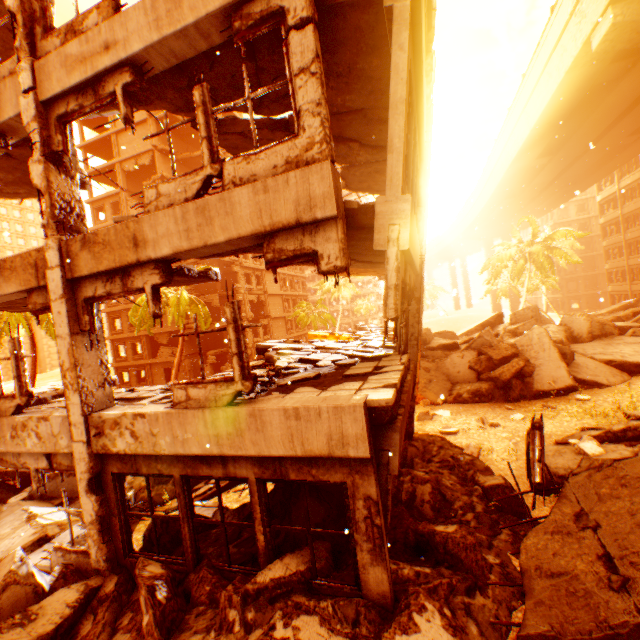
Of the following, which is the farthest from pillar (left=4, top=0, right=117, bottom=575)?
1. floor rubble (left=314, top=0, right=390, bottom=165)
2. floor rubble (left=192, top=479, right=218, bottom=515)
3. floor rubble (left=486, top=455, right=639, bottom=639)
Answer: floor rubble (left=486, top=455, right=639, bottom=639)

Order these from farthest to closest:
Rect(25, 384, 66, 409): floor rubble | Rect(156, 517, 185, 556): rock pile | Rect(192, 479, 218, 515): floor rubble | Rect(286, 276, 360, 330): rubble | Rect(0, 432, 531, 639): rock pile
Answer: Rect(286, 276, 360, 330): rubble → Rect(192, 479, 218, 515): floor rubble → Rect(25, 384, 66, 409): floor rubble → Rect(156, 517, 185, 556): rock pile → Rect(0, 432, 531, 639): rock pile

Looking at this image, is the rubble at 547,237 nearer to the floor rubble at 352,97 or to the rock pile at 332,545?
the rock pile at 332,545

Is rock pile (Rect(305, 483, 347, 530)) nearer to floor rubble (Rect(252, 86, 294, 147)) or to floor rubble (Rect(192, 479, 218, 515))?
floor rubble (Rect(192, 479, 218, 515))

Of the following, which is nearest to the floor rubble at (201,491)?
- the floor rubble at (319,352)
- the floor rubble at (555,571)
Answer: the floor rubble at (319,352)

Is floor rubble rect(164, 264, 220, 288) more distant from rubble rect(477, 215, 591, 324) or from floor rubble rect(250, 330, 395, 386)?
rubble rect(477, 215, 591, 324)

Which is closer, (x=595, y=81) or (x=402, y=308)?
(x=402, y=308)

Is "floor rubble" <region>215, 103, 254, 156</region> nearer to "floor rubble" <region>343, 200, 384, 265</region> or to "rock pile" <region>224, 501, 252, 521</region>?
"floor rubble" <region>343, 200, 384, 265</region>
